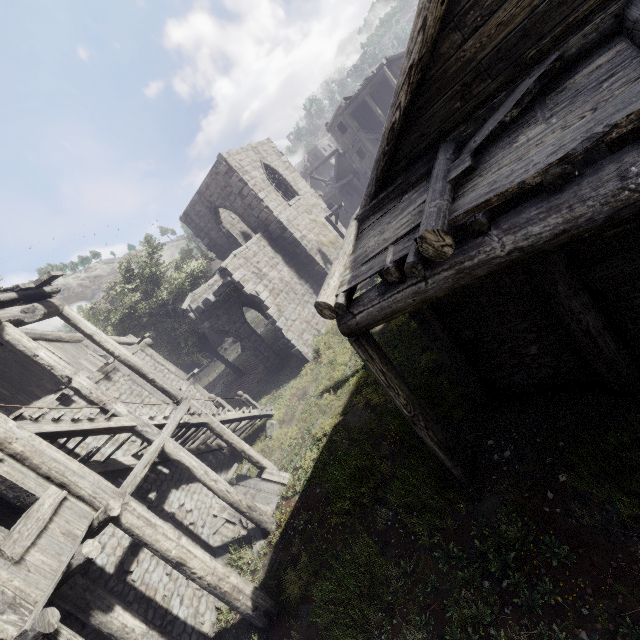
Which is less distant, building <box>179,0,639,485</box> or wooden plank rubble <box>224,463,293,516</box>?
→ building <box>179,0,639,485</box>

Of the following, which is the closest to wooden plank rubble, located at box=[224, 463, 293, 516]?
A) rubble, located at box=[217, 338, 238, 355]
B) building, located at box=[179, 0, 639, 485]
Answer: building, located at box=[179, 0, 639, 485]

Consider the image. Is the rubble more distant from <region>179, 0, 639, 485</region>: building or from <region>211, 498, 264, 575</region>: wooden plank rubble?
<region>211, 498, 264, 575</region>: wooden plank rubble

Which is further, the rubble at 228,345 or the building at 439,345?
the rubble at 228,345

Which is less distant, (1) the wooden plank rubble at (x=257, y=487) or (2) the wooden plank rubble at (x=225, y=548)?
(2) the wooden plank rubble at (x=225, y=548)

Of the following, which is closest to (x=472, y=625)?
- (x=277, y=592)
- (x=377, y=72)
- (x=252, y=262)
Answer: (x=277, y=592)
